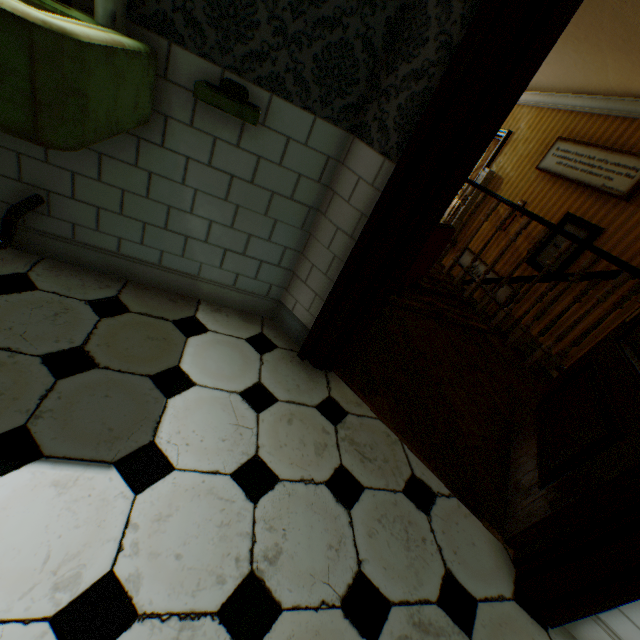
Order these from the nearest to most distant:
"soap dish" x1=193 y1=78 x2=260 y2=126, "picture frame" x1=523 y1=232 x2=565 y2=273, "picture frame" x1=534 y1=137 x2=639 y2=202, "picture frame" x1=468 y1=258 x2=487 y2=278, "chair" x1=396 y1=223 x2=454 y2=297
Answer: "soap dish" x1=193 y1=78 x2=260 y2=126 < "chair" x1=396 y1=223 x2=454 y2=297 < "picture frame" x1=534 y1=137 x2=639 y2=202 < "picture frame" x1=523 y1=232 x2=565 y2=273 < "picture frame" x1=468 y1=258 x2=487 y2=278

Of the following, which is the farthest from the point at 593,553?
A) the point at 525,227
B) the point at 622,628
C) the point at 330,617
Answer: the point at 525,227

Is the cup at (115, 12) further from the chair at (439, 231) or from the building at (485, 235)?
the chair at (439, 231)

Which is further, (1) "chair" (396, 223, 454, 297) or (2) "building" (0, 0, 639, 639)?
(1) "chair" (396, 223, 454, 297)

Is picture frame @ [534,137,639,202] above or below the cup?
above

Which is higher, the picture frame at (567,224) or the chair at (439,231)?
the picture frame at (567,224)

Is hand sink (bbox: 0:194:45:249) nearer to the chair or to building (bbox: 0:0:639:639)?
building (bbox: 0:0:639:639)

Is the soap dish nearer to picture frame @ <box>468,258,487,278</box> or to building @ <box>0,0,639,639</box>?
building @ <box>0,0,639,639</box>
